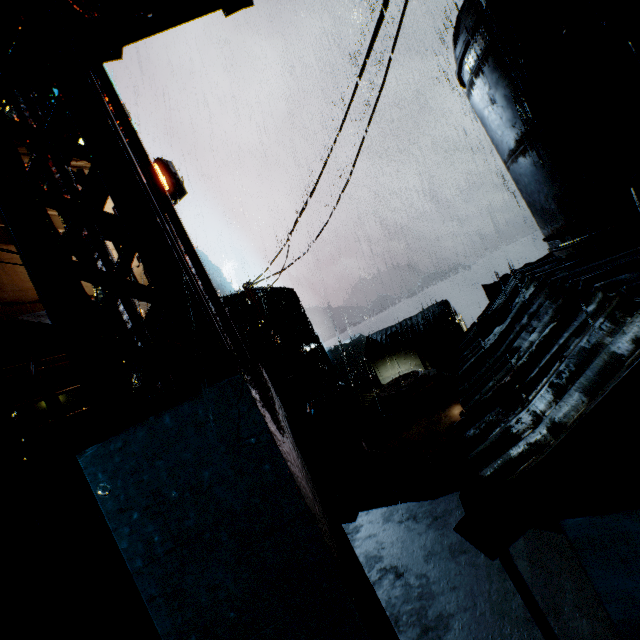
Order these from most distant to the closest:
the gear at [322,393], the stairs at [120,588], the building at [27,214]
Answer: the gear at [322,393]
the stairs at [120,588]
the building at [27,214]

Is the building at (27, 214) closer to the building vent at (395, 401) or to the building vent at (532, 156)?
the building vent at (532, 156)

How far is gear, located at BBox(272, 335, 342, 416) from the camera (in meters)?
35.38

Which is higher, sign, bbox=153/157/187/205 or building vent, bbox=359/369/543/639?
sign, bbox=153/157/187/205

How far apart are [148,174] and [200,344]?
1.47m

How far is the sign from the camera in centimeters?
1388cm

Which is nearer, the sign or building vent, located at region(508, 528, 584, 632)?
building vent, located at region(508, 528, 584, 632)

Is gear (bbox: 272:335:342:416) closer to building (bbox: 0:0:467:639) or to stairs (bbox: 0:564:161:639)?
building (bbox: 0:0:467:639)
